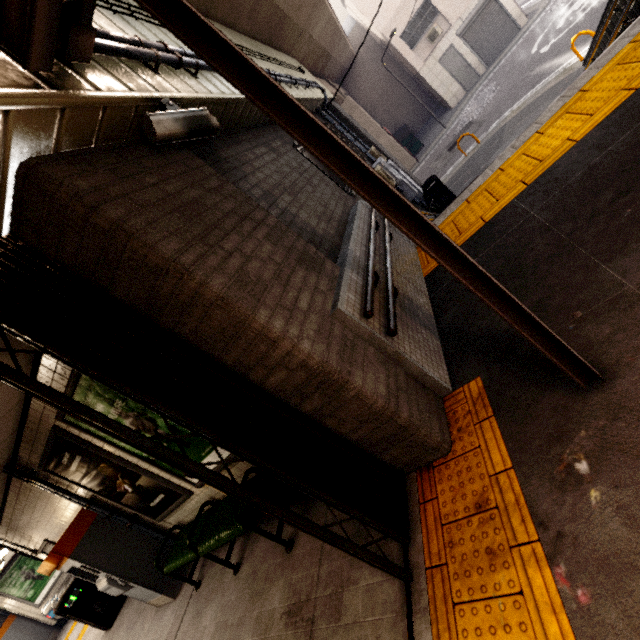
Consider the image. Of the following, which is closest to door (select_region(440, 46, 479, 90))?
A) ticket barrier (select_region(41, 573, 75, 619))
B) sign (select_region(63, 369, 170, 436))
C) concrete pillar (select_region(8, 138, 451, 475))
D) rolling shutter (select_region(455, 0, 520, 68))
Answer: rolling shutter (select_region(455, 0, 520, 68))

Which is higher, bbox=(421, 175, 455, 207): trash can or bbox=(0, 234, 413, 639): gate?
bbox=(0, 234, 413, 639): gate

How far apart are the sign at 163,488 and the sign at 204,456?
0.2m

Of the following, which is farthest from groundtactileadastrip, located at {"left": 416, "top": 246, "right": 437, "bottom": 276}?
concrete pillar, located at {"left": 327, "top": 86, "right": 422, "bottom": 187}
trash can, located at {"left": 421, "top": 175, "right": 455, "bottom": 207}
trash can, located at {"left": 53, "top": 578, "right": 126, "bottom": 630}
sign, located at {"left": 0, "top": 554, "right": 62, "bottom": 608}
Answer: sign, located at {"left": 0, "top": 554, "right": 62, "bottom": 608}

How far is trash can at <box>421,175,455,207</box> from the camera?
10.4m

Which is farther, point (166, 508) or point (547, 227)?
point (166, 508)

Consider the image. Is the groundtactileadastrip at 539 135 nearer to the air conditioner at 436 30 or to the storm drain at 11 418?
the storm drain at 11 418

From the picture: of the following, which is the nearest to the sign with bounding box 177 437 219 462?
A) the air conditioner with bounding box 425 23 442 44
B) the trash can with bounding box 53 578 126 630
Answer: the trash can with bounding box 53 578 126 630
